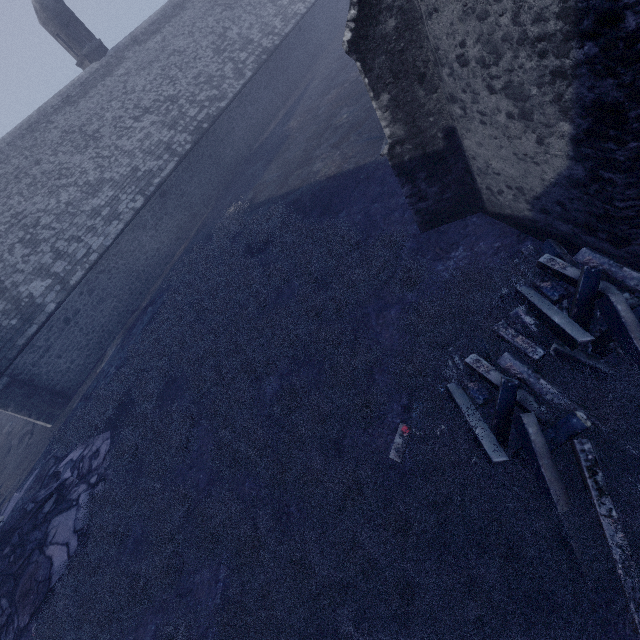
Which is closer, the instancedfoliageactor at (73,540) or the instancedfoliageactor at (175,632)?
the instancedfoliageactor at (73,540)

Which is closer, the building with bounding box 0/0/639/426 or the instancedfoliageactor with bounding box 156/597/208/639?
the building with bounding box 0/0/639/426

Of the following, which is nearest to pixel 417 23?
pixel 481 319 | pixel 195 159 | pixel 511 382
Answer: pixel 481 319

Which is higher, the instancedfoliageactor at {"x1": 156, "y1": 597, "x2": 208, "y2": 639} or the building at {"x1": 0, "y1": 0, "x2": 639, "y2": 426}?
the building at {"x1": 0, "y1": 0, "x2": 639, "y2": 426}

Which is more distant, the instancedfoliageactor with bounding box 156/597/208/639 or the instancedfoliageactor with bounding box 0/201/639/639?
the instancedfoliageactor with bounding box 156/597/208/639

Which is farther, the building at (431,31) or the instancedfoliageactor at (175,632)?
the instancedfoliageactor at (175,632)
